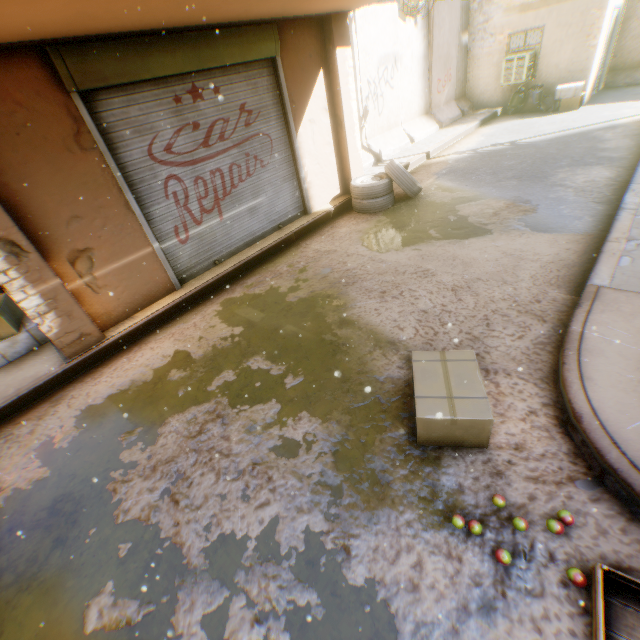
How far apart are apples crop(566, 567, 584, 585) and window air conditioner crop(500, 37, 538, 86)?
14.4 meters

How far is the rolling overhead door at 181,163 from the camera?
4.0m

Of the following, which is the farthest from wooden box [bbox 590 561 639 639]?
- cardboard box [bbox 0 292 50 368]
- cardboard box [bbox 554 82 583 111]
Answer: cardboard box [bbox 554 82 583 111]

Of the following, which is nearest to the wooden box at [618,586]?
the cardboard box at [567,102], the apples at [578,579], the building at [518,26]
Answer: the apples at [578,579]

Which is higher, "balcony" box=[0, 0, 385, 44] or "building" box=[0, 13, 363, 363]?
"balcony" box=[0, 0, 385, 44]

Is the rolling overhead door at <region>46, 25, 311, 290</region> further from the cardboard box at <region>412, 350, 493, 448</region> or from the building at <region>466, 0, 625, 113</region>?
the cardboard box at <region>412, 350, 493, 448</region>

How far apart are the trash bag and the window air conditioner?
0.2m

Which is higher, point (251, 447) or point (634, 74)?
point (634, 74)
